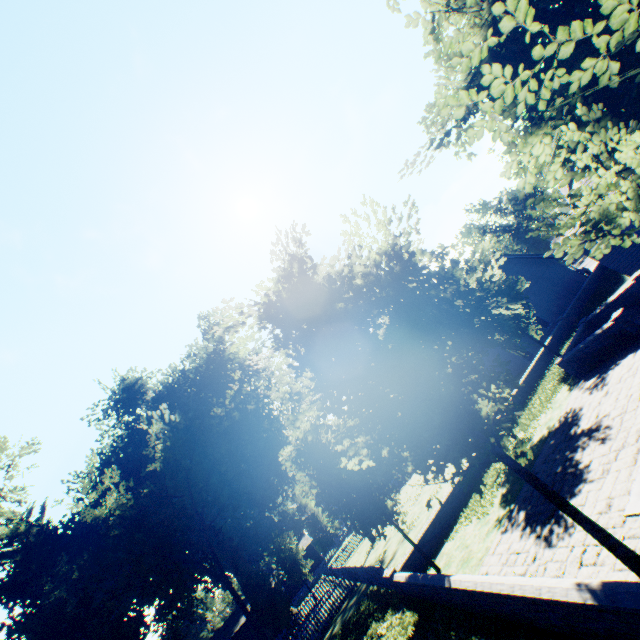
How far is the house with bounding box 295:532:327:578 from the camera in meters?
53.1

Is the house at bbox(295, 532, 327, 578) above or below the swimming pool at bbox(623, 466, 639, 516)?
above

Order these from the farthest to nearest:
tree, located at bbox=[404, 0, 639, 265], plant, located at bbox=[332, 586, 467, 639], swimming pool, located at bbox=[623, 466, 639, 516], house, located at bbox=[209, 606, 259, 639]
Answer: house, located at bbox=[209, 606, 259, 639]
plant, located at bbox=[332, 586, 467, 639]
swimming pool, located at bbox=[623, 466, 639, 516]
tree, located at bbox=[404, 0, 639, 265]

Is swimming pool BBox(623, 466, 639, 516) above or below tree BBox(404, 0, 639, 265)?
below

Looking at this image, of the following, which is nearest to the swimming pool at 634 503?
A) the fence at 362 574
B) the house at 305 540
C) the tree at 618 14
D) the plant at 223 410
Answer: the tree at 618 14

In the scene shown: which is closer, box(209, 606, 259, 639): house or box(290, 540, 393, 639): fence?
box(290, 540, 393, 639): fence

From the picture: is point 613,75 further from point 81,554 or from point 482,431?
point 81,554

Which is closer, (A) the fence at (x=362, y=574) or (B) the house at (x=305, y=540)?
(A) the fence at (x=362, y=574)
